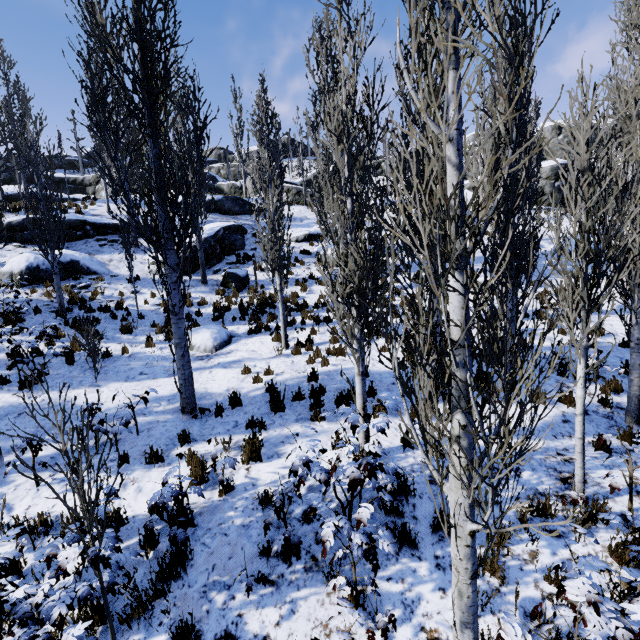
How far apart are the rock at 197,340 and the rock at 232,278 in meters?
3.4 m

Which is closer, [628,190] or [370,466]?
[370,466]

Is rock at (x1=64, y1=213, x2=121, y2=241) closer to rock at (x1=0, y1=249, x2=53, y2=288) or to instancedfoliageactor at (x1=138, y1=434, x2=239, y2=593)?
instancedfoliageactor at (x1=138, y1=434, x2=239, y2=593)

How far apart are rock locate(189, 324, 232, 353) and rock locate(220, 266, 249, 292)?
3.4 meters

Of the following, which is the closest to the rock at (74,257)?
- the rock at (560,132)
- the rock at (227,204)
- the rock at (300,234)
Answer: the rock at (300,234)

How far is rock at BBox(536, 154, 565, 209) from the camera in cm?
2711

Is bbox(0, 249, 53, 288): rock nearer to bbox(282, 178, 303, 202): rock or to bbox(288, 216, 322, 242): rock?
bbox(288, 216, 322, 242): rock

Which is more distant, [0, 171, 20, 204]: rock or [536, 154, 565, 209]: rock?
[0, 171, 20, 204]: rock
